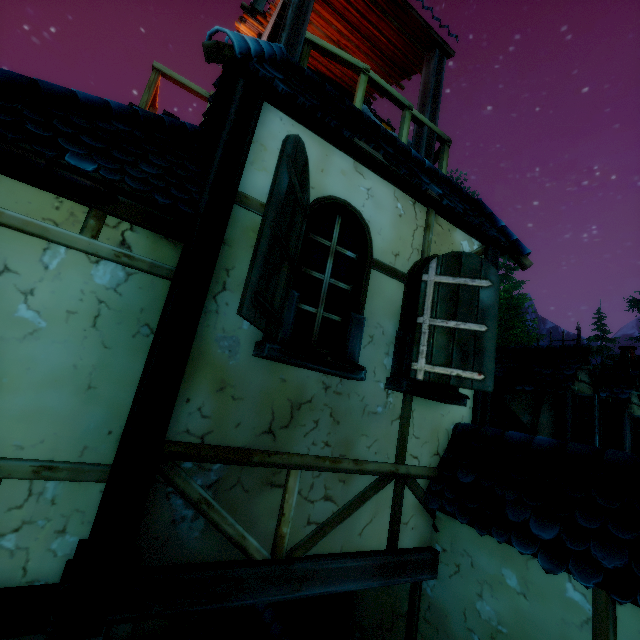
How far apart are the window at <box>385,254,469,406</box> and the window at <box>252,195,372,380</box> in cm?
44

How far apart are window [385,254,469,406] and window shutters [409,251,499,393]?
0.0m

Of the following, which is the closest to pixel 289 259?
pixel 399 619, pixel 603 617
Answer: pixel 603 617

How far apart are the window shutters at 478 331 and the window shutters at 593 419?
4.6m

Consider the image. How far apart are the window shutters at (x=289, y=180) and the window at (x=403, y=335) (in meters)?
1.28

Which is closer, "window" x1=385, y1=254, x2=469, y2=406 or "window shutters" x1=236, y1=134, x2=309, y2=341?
"window shutters" x1=236, y1=134, x2=309, y2=341

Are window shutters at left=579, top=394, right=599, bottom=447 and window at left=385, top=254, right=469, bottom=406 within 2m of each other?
no

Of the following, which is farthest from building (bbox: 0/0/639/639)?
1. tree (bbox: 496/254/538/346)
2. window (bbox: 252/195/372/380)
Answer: tree (bbox: 496/254/538/346)
